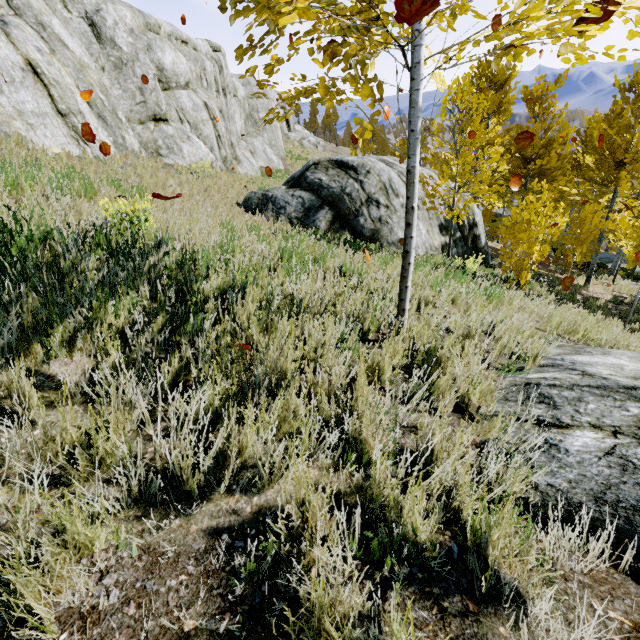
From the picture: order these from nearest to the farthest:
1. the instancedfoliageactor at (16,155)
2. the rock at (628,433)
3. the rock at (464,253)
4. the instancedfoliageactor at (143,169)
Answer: the rock at (628,433) < the instancedfoliageactor at (16,155) < the rock at (464,253) < the instancedfoliageactor at (143,169)

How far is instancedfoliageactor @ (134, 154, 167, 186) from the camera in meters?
10.6 m

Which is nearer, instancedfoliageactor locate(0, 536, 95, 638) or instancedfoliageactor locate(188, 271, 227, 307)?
instancedfoliageactor locate(0, 536, 95, 638)

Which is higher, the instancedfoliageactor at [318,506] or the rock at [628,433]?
the instancedfoliageactor at [318,506]

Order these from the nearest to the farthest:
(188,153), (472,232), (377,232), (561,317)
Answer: (561,317) < (377,232) < (472,232) < (188,153)

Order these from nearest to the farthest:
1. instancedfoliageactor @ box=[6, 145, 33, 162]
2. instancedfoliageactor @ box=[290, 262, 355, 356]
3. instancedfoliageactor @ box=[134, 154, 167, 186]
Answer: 1. instancedfoliageactor @ box=[290, 262, 355, 356]
2. instancedfoliageactor @ box=[6, 145, 33, 162]
3. instancedfoliageactor @ box=[134, 154, 167, 186]

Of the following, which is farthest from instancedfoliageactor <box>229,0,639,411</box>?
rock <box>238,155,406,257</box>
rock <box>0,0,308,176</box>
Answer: rock <box>238,155,406,257</box>
